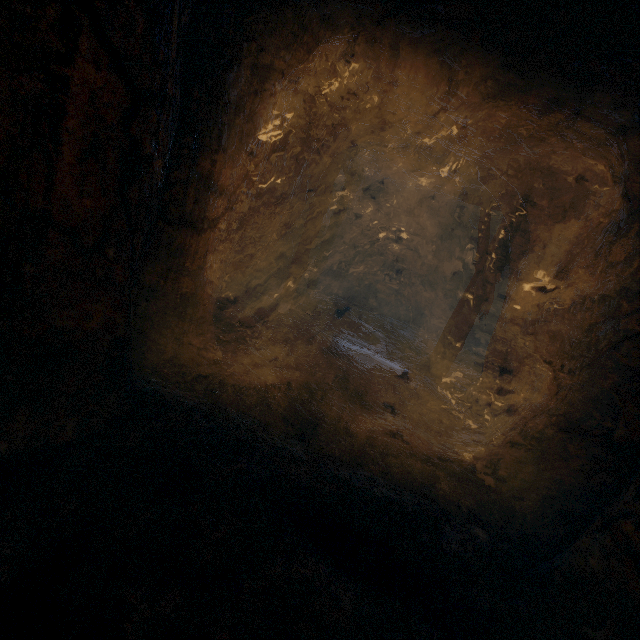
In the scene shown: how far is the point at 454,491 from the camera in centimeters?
373cm
